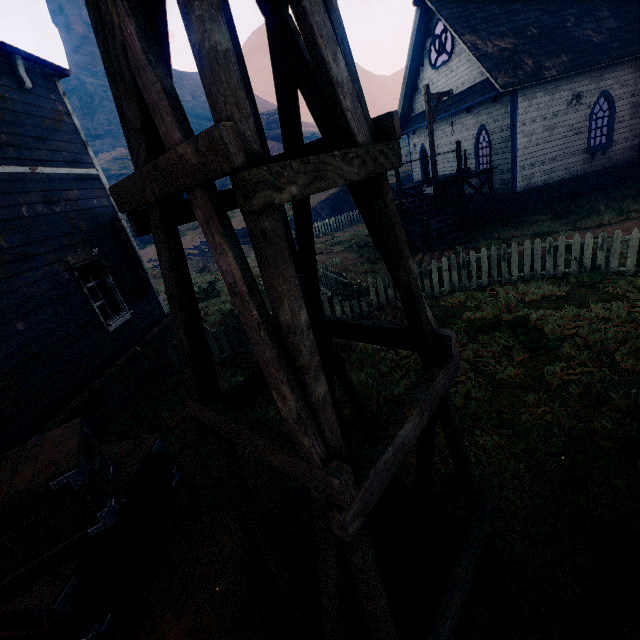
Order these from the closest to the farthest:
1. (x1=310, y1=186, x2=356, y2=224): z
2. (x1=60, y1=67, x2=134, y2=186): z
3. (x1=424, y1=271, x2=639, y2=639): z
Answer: (x1=424, y1=271, x2=639, y2=639): z → (x1=310, y1=186, x2=356, y2=224): z → (x1=60, y1=67, x2=134, y2=186): z

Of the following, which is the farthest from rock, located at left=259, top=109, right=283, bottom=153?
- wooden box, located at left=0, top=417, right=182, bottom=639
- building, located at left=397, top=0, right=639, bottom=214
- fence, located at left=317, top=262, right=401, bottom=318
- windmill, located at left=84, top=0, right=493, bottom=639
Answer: windmill, located at left=84, top=0, right=493, bottom=639

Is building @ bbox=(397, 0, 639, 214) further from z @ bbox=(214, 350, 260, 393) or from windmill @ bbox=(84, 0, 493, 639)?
windmill @ bbox=(84, 0, 493, 639)

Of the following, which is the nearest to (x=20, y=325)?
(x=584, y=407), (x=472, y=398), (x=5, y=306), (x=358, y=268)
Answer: (x=5, y=306)

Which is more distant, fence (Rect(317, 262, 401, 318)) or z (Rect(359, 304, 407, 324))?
fence (Rect(317, 262, 401, 318))

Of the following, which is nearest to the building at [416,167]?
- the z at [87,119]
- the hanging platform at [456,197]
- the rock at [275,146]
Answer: the z at [87,119]

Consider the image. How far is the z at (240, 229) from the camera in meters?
12.7

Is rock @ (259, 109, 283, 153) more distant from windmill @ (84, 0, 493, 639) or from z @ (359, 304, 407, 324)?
windmill @ (84, 0, 493, 639)
